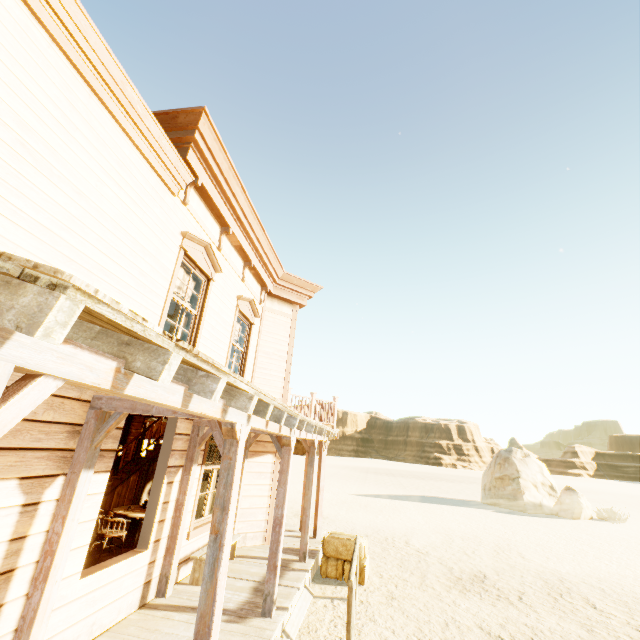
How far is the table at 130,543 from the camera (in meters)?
6.81

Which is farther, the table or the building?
the table

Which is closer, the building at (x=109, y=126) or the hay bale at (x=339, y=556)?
the building at (x=109, y=126)

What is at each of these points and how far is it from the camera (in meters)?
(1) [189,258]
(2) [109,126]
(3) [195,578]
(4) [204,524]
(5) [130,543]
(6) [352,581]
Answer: (1) widow, 5.94
(2) building, 4.10
(3) bench, 5.67
(4) widow, 6.57
(5) table, 6.95
(6) hitch post, 4.82

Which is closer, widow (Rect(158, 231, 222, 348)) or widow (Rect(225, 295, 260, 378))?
widow (Rect(158, 231, 222, 348))

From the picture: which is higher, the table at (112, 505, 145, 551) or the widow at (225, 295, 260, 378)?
the widow at (225, 295, 260, 378)

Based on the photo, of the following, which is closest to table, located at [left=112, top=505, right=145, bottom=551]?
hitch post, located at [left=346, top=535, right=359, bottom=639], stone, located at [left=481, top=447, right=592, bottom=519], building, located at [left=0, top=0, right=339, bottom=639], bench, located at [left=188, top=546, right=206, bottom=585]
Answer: building, located at [left=0, top=0, right=339, bottom=639]

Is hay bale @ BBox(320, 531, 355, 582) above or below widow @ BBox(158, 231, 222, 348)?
below
